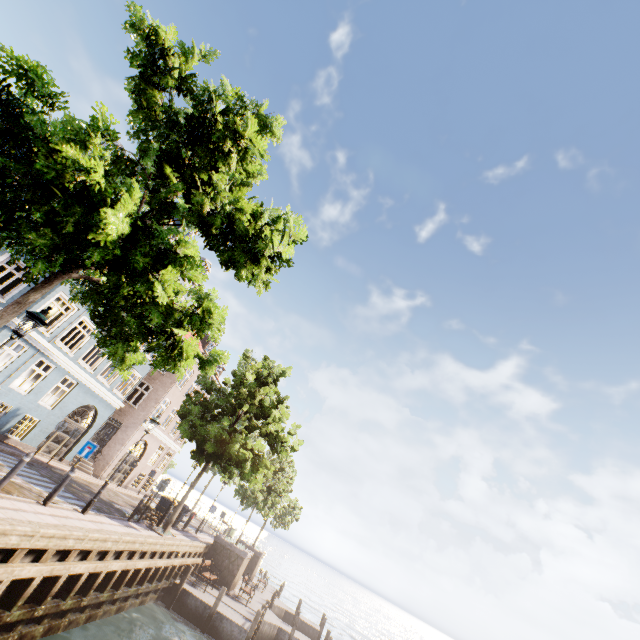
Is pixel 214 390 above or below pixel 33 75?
above

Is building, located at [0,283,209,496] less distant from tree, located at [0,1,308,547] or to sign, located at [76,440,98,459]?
tree, located at [0,1,308,547]

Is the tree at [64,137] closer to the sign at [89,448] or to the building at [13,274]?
the sign at [89,448]

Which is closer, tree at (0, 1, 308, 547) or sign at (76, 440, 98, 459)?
tree at (0, 1, 308, 547)

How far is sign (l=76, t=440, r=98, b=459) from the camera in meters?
10.5

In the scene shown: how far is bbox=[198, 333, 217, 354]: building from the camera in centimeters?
2832cm

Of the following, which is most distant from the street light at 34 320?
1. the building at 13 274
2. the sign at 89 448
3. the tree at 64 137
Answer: the building at 13 274

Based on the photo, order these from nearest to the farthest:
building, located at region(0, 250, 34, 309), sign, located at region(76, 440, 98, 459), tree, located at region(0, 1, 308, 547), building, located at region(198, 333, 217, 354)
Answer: tree, located at region(0, 1, 308, 547), sign, located at region(76, 440, 98, 459), building, located at region(0, 250, 34, 309), building, located at region(198, 333, 217, 354)
